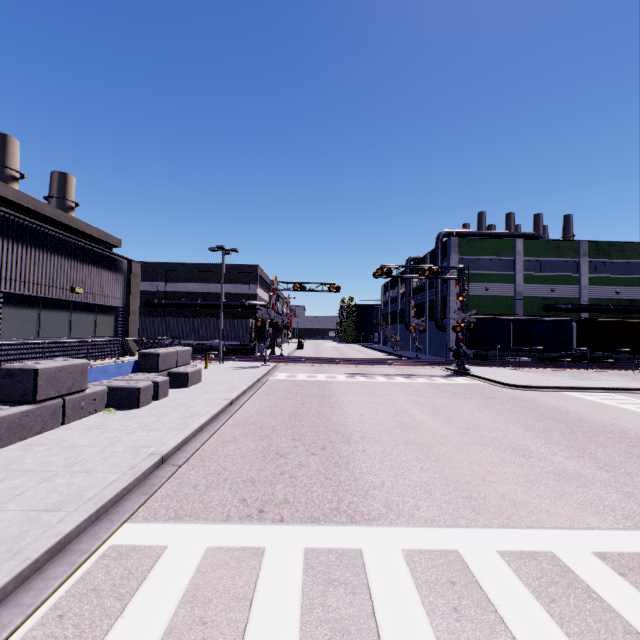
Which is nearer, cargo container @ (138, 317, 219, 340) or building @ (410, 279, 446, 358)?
cargo container @ (138, 317, 219, 340)

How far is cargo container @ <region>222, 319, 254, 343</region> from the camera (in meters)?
33.84

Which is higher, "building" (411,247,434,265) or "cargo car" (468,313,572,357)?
"building" (411,247,434,265)

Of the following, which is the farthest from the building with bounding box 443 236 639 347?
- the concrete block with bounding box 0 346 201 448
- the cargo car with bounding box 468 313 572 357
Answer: the cargo car with bounding box 468 313 572 357

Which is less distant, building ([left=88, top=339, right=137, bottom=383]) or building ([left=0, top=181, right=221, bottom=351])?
building ([left=0, top=181, right=221, bottom=351])

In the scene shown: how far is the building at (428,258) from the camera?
45.1 meters

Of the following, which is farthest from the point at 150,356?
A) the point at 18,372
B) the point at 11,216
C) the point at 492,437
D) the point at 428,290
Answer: the point at 428,290

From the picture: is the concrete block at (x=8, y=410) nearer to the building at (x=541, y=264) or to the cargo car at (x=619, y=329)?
the building at (x=541, y=264)
